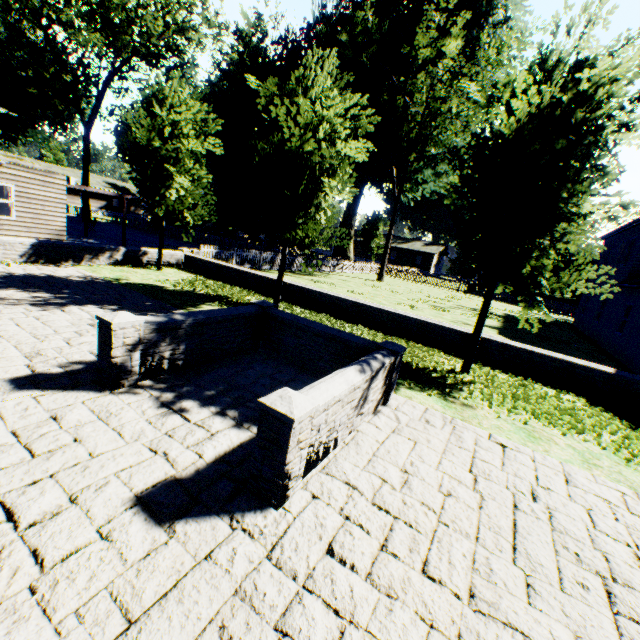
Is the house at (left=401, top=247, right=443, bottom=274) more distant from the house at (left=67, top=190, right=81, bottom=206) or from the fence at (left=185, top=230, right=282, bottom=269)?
the house at (left=67, top=190, right=81, bottom=206)

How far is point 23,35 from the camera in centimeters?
2514cm

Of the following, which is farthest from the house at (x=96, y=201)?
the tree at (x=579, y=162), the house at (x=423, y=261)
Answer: the tree at (x=579, y=162)

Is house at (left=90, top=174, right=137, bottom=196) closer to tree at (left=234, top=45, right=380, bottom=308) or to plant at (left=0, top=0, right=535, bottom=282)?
plant at (left=0, top=0, right=535, bottom=282)

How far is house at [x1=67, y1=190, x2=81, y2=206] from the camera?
51.1m

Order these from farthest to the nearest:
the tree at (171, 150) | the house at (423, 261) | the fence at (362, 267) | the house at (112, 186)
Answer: the house at (423, 261) < the house at (112, 186) < the fence at (362, 267) < the tree at (171, 150)

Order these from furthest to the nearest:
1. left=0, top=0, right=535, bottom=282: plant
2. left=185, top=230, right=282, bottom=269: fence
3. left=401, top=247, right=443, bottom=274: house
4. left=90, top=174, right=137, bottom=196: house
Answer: left=401, top=247, right=443, bottom=274: house < left=90, top=174, right=137, bottom=196: house < left=0, top=0, right=535, bottom=282: plant < left=185, top=230, right=282, bottom=269: fence

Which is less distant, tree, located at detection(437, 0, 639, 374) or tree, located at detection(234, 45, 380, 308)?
tree, located at detection(437, 0, 639, 374)
